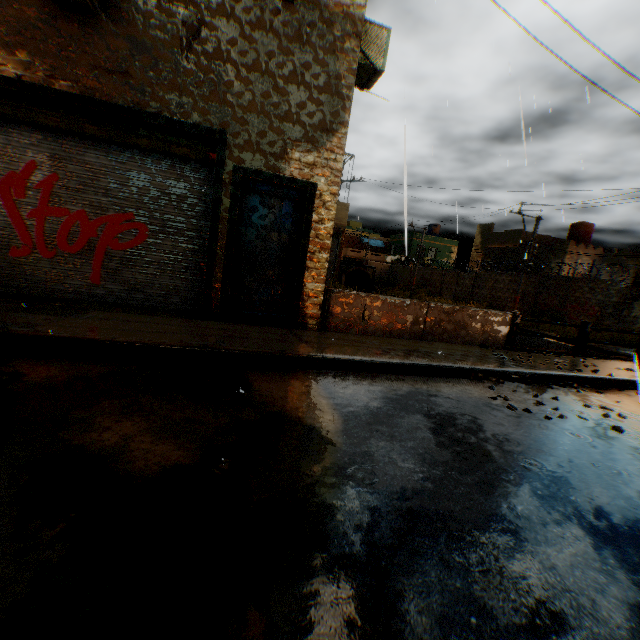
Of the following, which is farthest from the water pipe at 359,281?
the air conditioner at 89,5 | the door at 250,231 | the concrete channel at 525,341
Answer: the door at 250,231

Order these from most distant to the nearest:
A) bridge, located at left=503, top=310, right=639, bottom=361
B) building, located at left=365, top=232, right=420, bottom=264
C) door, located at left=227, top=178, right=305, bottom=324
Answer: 1. building, located at left=365, top=232, right=420, bottom=264
2. bridge, located at left=503, top=310, right=639, bottom=361
3. door, located at left=227, top=178, right=305, bottom=324

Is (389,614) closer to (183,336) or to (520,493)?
(520,493)

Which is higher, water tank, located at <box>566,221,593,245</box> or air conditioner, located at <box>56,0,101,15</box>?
water tank, located at <box>566,221,593,245</box>

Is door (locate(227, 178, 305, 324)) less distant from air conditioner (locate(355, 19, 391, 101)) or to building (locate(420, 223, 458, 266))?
building (locate(420, 223, 458, 266))

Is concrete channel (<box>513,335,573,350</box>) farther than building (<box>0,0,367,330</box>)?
Yes

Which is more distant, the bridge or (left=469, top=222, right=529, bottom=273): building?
(left=469, top=222, right=529, bottom=273): building

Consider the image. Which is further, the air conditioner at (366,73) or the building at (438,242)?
the building at (438,242)
